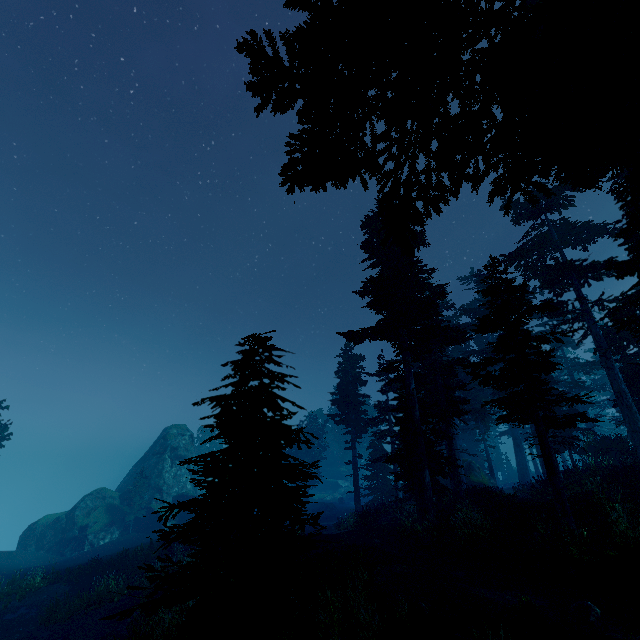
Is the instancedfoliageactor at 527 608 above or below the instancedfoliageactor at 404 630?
below

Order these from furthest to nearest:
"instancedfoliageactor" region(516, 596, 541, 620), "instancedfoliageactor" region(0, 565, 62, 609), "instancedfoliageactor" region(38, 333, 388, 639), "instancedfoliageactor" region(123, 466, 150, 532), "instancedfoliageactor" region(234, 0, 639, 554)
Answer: "instancedfoliageactor" region(123, 466, 150, 532) → "instancedfoliageactor" region(0, 565, 62, 609) → "instancedfoliageactor" region(516, 596, 541, 620) → "instancedfoliageactor" region(38, 333, 388, 639) → "instancedfoliageactor" region(234, 0, 639, 554)

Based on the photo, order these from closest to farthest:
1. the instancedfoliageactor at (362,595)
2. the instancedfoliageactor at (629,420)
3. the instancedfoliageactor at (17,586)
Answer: the instancedfoliageactor at (629,420) → the instancedfoliageactor at (362,595) → the instancedfoliageactor at (17,586)

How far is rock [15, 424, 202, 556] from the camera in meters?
35.7

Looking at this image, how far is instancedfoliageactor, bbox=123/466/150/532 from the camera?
38.1m

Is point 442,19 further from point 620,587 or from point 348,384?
point 348,384

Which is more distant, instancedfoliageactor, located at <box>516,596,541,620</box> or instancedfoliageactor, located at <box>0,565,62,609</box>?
instancedfoliageactor, located at <box>0,565,62,609</box>
